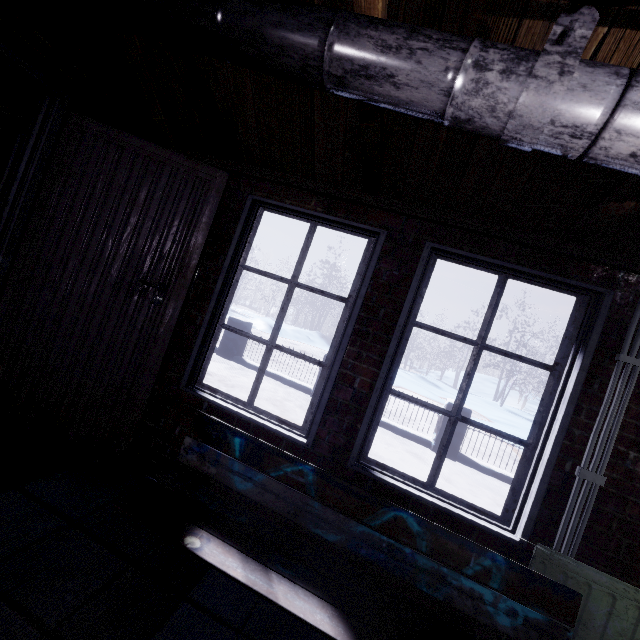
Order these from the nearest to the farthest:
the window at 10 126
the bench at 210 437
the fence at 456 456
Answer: the bench at 210 437 → the window at 10 126 → the fence at 456 456

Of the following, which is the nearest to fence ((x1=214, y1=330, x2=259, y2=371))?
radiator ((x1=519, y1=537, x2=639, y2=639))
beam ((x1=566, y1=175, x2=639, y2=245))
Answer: radiator ((x1=519, y1=537, x2=639, y2=639))

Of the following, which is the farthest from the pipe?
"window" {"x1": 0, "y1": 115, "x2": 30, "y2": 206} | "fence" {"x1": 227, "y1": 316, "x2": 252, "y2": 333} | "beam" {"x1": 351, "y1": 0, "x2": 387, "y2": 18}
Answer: "fence" {"x1": 227, "y1": 316, "x2": 252, "y2": 333}

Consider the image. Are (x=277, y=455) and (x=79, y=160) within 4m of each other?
yes

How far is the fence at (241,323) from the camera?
7.0 meters

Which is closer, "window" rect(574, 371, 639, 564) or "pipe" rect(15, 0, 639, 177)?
"pipe" rect(15, 0, 639, 177)

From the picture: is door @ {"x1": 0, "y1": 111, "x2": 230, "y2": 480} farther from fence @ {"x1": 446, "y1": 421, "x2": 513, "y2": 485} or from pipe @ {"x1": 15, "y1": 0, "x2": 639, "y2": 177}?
fence @ {"x1": 446, "y1": 421, "x2": 513, "y2": 485}

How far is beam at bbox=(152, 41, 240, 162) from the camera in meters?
1.4
